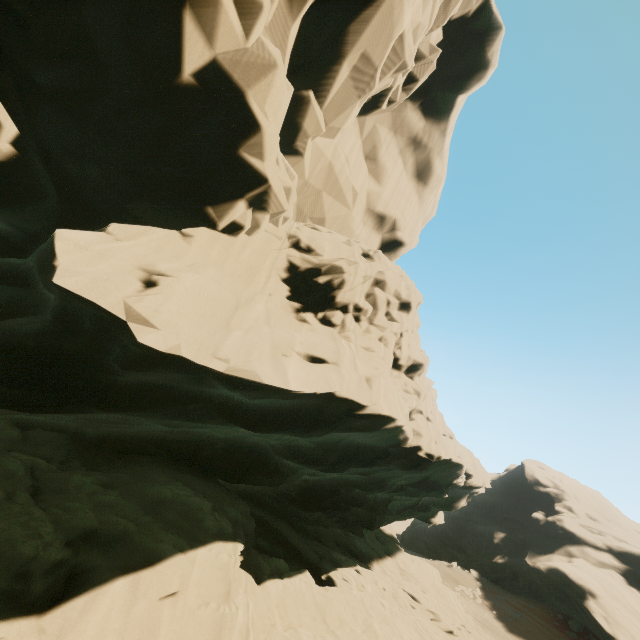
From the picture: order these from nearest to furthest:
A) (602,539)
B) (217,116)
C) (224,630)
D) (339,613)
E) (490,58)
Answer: (224,630)
(217,116)
(339,613)
(490,58)
(602,539)
